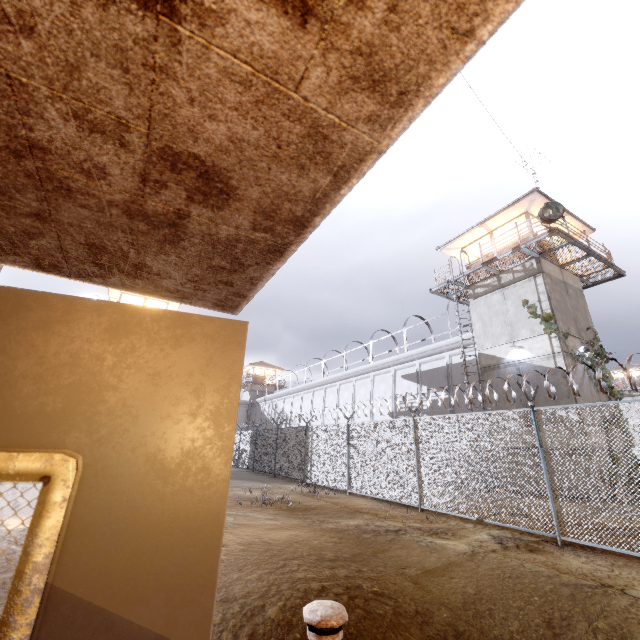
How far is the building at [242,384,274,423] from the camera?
50.31m

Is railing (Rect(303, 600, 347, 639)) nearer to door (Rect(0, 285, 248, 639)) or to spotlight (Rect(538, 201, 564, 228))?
door (Rect(0, 285, 248, 639))

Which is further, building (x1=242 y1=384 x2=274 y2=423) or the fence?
building (x1=242 y1=384 x2=274 y2=423)

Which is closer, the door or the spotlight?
the door

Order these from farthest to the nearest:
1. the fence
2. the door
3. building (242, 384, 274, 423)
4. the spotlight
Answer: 1. building (242, 384, 274, 423)
2. the spotlight
3. the fence
4. the door

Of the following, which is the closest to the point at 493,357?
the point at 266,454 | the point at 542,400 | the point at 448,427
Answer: the point at 542,400

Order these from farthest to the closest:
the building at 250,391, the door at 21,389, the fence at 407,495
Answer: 1. the building at 250,391
2. the fence at 407,495
3. the door at 21,389

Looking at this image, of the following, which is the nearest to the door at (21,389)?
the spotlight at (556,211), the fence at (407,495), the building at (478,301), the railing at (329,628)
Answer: the railing at (329,628)
